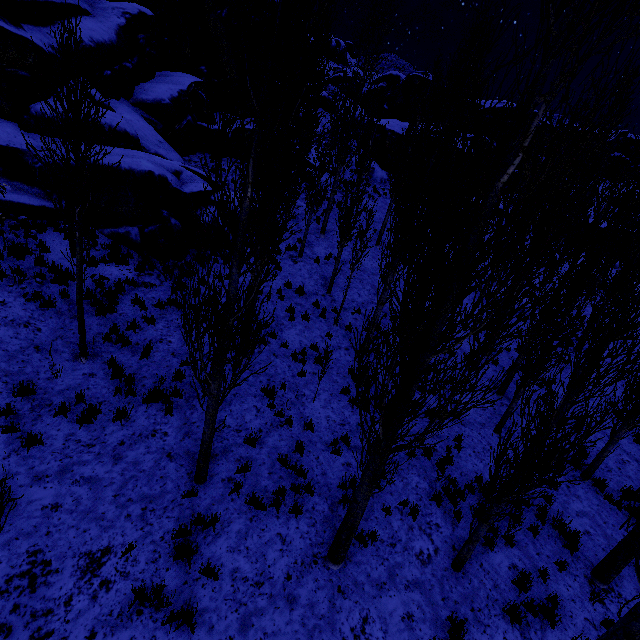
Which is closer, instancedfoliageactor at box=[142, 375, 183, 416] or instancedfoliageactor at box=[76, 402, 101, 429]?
instancedfoliageactor at box=[76, 402, 101, 429]

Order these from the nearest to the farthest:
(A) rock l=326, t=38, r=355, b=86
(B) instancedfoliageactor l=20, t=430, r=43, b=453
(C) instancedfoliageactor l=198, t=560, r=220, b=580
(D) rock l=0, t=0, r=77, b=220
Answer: (C) instancedfoliageactor l=198, t=560, r=220, b=580
(B) instancedfoliageactor l=20, t=430, r=43, b=453
(D) rock l=0, t=0, r=77, b=220
(A) rock l=326, t=38, r=355, b=86

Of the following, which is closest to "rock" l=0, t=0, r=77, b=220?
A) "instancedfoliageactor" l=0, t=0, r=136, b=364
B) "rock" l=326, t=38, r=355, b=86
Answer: "instancedfoliageactor" l=0, t=0, r=136, b=364

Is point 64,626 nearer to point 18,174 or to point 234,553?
point 234,553

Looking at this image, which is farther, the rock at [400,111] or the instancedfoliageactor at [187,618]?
the rock at [400,111]

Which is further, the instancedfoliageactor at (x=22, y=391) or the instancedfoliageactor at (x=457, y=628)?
the instancedfoliageactor at (x=22, y=391)

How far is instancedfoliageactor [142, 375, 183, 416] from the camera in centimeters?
757cm
